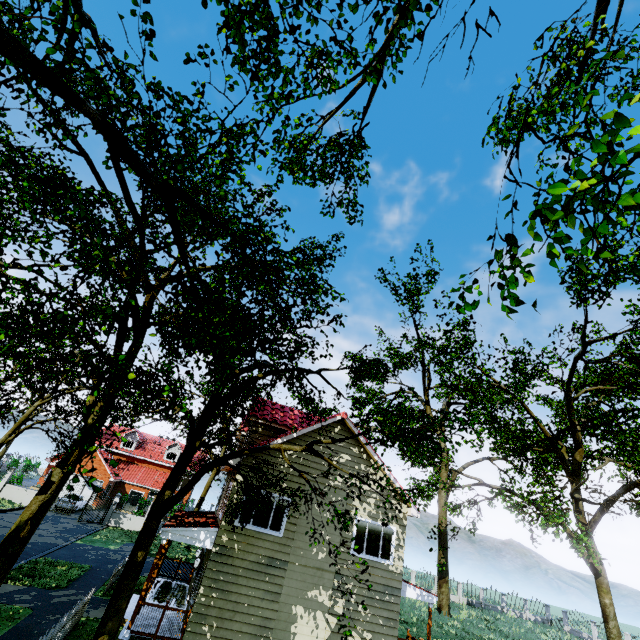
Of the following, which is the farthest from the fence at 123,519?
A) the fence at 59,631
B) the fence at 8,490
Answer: the fence at 59,631

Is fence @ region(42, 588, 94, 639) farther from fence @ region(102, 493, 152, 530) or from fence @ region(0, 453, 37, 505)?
fence @ region(0, 453, 37, 505)

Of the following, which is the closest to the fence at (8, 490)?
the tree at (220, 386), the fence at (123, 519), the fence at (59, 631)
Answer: the tree at (220, 386)

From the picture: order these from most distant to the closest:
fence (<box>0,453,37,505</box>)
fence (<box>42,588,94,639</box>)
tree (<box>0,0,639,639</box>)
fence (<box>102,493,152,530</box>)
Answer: fence (<box>102,493,152,530</box>), fence (<box>0,453,37,505</box>), fence (<box>42,588,94,639</box>), tree (<box>0,0,639,639</box>)

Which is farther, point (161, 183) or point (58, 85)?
point (161, 183)

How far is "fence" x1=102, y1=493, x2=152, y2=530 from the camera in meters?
30.2

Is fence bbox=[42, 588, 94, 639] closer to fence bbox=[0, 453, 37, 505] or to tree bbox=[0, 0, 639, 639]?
tree bbox=[0, 0, 639, 639]

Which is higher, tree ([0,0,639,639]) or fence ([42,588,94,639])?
tree ([0,0,639,639])
